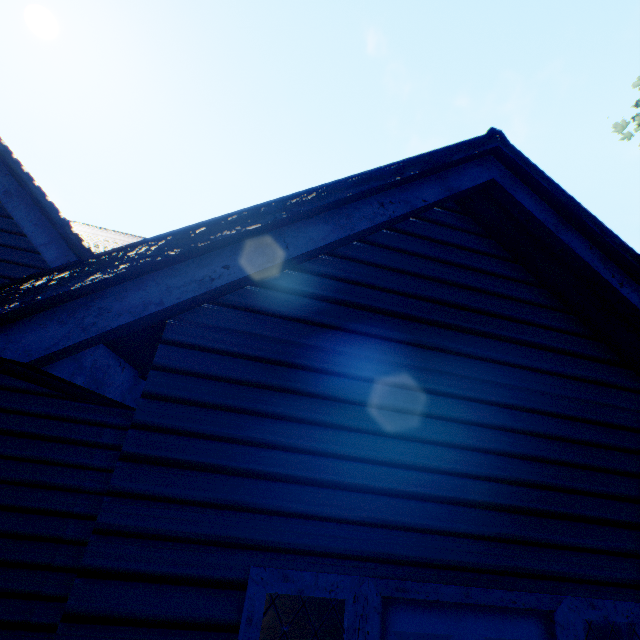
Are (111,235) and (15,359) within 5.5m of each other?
no
